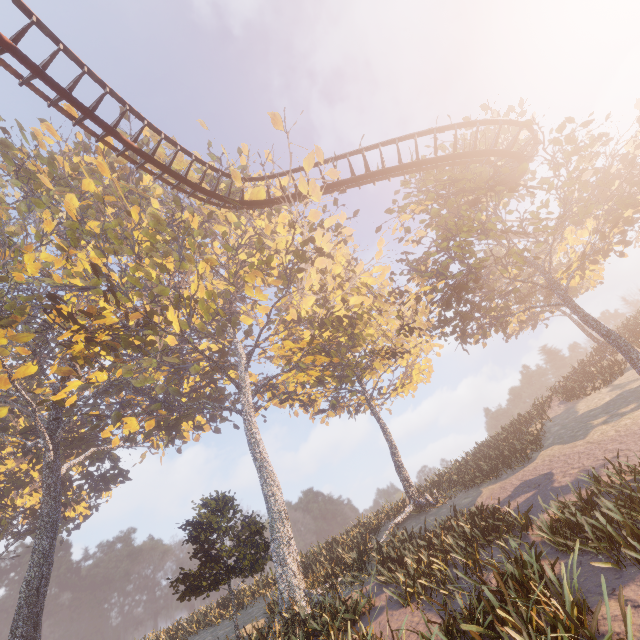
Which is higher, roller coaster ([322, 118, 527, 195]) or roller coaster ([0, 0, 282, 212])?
roller coaster ([0, 0, 282, 212])

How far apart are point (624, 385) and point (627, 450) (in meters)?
11.73

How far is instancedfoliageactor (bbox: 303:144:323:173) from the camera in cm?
1677

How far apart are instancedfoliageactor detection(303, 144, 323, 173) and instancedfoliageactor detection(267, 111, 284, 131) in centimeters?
162cm

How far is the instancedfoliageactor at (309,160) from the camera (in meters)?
16.77

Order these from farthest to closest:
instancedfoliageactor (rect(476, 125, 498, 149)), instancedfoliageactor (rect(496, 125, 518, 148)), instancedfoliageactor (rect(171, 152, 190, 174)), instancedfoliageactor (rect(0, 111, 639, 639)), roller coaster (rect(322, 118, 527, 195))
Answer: instancedfoliageactor (rect(171, 152, 190, 174)) → instancedfoliageactor (rect(496, 125, 518, 148)) → instancedfoliageactor (rect(476, 125, 498, 149)) → roller coaster (rect(322, 118, 527, 195)) → instancedfoliageactor (rect(0, 111, 639, 639))

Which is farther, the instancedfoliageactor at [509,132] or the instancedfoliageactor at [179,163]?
the instancedfoliageactor at [179,163]

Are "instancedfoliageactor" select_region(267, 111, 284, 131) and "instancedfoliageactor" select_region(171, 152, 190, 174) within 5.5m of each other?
no
